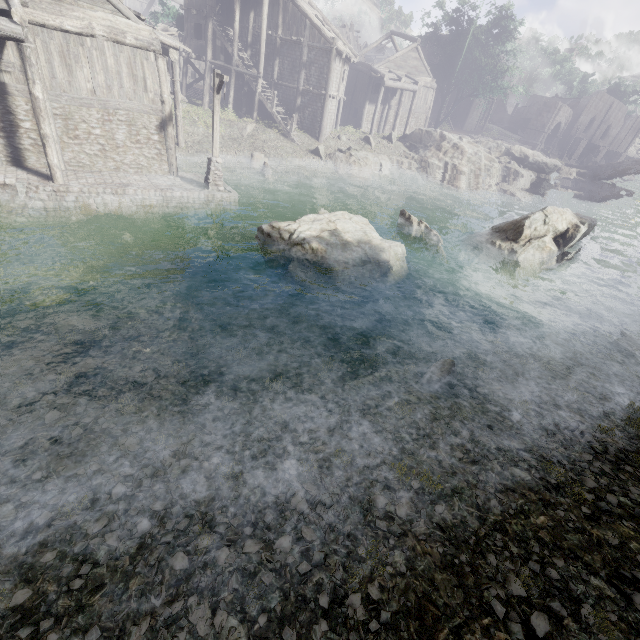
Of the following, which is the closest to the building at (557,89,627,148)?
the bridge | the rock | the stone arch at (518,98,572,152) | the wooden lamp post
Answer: the rock

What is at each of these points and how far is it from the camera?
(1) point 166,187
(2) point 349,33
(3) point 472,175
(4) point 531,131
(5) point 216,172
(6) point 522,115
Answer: (1) building base, 15.68m
(2) wooden plank rubble, 39.94m
(3) rock, 33.03m
(4) stone arch, 49.00m
(5) wooden lamp post, 16.47m
(6) building, 59.47m

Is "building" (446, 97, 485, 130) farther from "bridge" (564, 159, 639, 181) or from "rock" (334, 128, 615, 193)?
"bridge" (564, 159, 639, 181)

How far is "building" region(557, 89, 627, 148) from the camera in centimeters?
5209cm

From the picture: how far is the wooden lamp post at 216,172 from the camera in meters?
14.2

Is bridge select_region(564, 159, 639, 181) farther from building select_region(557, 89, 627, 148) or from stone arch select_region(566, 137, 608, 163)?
building select_region(557, 89, 627, 148)

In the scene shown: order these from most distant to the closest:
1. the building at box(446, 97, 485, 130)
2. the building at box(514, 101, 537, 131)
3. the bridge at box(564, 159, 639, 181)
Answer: the building at box(514, 101, 537, 131) < the building at box(446, 97, 485, 130) < the bridge at box(564, 159, 639, 181)

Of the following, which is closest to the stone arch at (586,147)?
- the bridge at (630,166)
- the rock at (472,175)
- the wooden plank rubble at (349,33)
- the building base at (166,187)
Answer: the bridge at (630,166)
